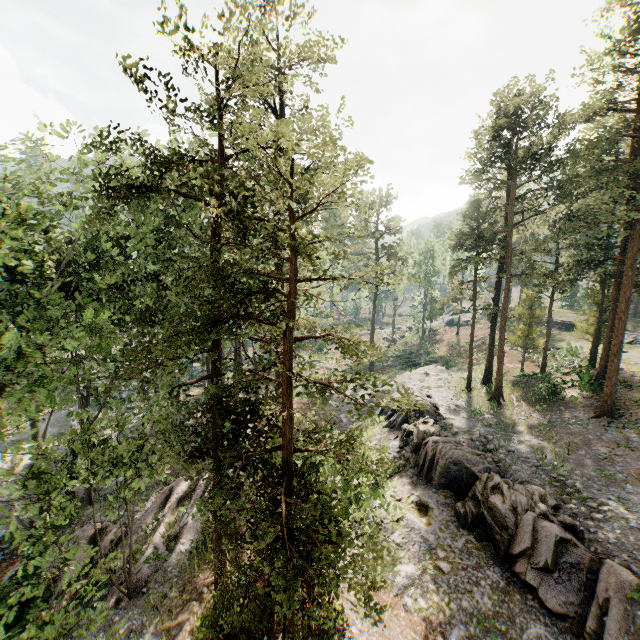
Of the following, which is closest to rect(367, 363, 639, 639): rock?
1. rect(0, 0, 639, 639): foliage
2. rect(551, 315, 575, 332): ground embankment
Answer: rect(0, 0, 639, 639): foliage

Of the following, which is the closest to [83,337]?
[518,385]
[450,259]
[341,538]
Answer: [341,538]

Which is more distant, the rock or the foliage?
the rock

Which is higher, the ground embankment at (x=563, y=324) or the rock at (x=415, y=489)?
the ground embankment at (x=563, y=324)

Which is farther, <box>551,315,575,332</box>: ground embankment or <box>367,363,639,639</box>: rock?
<box>551,315,575,332</box>: ground embankment

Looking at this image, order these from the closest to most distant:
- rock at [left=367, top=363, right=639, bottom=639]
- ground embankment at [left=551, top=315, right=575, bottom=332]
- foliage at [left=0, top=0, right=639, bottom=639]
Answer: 1. foliage at [left=0, top=0, right=639, bottom=639]
2. rock at [left=367, top=363, right=639, bottom=639]
3. ground embankment at [left=551, top=315, right=575, bottom=332]

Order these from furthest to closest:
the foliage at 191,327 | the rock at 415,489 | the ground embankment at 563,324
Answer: the ground embankment at 563,324 → the rock at 415,489 → the foliage at 191,327
